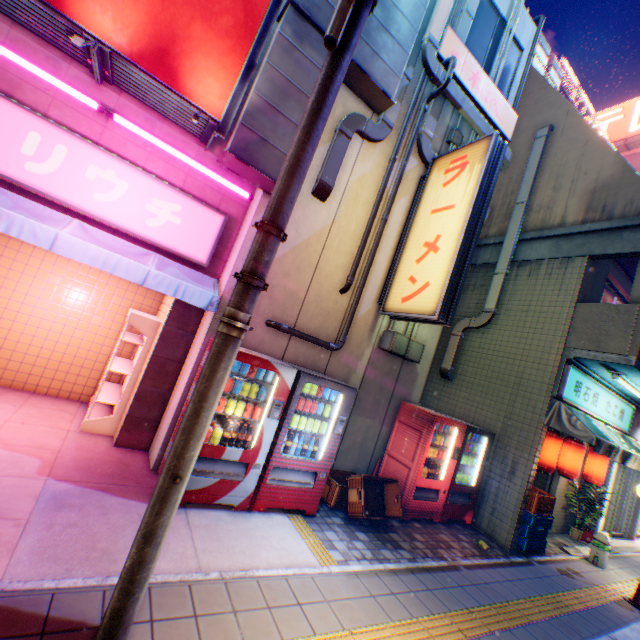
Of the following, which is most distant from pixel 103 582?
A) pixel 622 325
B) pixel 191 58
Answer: pixel 622 325

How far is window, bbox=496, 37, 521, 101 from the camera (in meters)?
8.02

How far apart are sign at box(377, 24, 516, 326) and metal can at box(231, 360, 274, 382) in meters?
2.5 m

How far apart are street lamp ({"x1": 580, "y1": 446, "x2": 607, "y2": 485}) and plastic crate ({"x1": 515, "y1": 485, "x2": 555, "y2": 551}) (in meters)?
2.31

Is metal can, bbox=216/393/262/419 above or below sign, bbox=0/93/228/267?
below

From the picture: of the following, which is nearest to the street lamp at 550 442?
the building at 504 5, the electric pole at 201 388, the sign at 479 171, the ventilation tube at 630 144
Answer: the building at 504 5

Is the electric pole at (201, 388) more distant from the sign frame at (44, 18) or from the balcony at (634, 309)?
the balcony at (634, 309)

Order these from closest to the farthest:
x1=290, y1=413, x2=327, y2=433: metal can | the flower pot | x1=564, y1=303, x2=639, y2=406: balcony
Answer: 1. x1=290, y1=413, x2=327, y2=433: metal can
2. x1=564, y1=303, x2=639, y2=406: balcony
3. the flower pot
